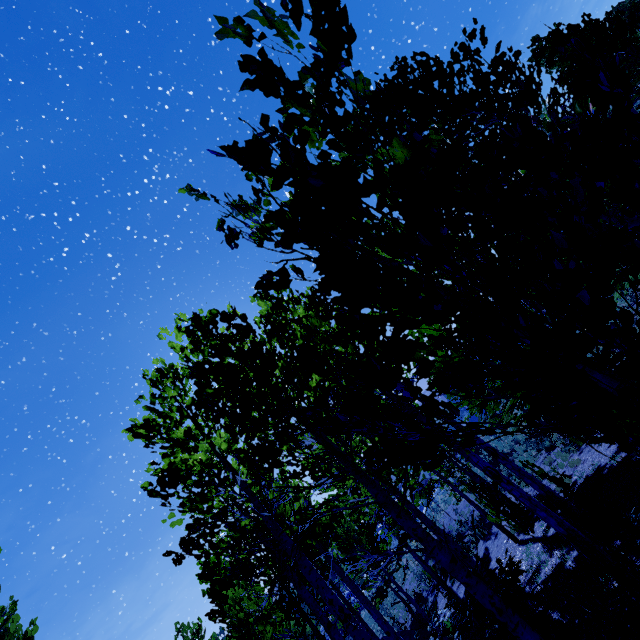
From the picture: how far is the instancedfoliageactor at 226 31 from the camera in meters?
1.4

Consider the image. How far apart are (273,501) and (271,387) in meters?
4.1

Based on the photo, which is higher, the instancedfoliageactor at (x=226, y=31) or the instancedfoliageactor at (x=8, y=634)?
the instancedfoliageactor at (x=8, y=634)

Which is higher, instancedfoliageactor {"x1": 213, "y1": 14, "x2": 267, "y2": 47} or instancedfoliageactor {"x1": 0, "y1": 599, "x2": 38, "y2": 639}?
instancedfoliageactor {"x1": 0, "y1": 599, "x2": 38, "y2": 639}

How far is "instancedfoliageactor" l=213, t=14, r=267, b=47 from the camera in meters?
1.4 m

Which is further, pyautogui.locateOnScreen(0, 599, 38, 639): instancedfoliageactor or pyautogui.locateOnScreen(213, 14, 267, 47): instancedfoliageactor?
pyautogui.locateOnScreen(0, 599, 38, 639): instancedfoliageactor
